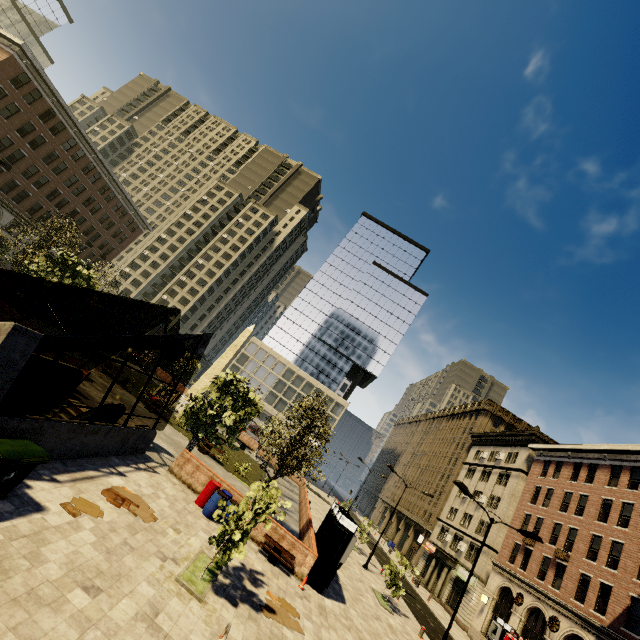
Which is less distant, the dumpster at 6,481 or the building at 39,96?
the dumpster at 6,481

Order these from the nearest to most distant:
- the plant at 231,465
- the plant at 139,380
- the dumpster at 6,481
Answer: the dumpster at 6,481 < the plant at 231,465 < the plant at 139,380

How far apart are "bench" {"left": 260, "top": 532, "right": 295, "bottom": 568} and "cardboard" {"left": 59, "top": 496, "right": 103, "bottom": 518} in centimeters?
781cm

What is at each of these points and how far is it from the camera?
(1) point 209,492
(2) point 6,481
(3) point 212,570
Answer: (1) barrel, 14.9 meters
(2) dumpster, 7.1 meters
(3) tree, 10.5 meters

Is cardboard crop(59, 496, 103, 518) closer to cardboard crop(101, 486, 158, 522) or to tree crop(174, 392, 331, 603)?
cardboard crop(101, 486, 158, 522)

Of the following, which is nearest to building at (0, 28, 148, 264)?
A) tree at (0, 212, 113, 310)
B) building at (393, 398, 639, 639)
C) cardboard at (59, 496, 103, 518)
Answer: tree at (0, 212, 113, 310)

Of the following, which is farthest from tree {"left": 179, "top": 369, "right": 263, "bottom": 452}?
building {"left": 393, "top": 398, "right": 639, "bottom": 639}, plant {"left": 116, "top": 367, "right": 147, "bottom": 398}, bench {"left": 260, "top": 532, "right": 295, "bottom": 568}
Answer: building {"left": 393, "top": 398, "right": 639, "bottom": 639}

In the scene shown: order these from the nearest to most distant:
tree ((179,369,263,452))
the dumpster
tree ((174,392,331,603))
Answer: the dumpster, tree ((174,392,331,603)), tree ((179,369,263,452))
